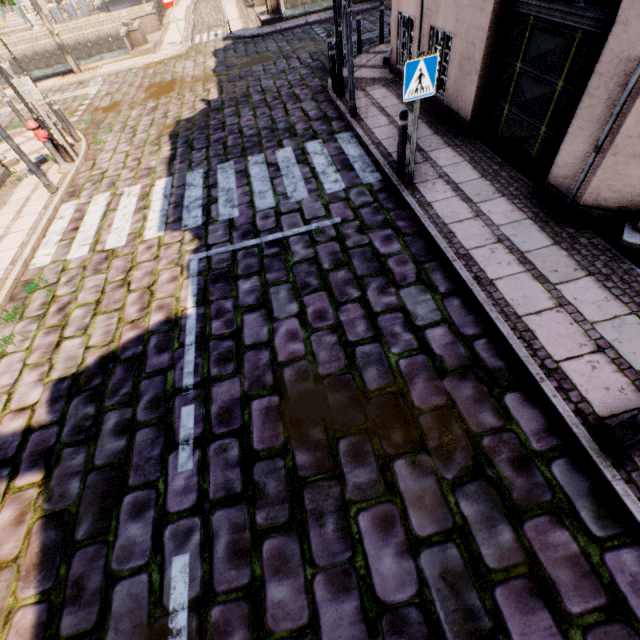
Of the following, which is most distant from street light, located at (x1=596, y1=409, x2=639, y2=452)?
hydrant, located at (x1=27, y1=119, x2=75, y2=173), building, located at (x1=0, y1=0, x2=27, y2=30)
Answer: building, located at (x1=0, y1=0, x2=27, y2=30)

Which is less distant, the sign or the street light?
the street light

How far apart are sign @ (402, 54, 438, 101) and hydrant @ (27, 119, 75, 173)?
8.9 meters

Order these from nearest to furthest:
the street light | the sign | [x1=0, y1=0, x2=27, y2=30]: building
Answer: the street light, the sign, [x1=0, y1=0, x2=27, y2=30]: building

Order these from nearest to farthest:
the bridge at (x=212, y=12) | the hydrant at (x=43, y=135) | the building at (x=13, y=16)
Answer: the hydrant at (x=43, y=135) < the bridge at (x=212, y=12) < the building at (x=13, y=16)

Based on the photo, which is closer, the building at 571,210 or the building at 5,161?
the building at 571,210

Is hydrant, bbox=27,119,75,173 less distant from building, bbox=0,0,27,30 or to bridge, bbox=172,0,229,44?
bridge, bbox=172,0,229,44

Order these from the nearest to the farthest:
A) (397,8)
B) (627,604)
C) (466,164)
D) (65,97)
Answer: (627,604)
(466,164)
(397,8)
(65,97)
